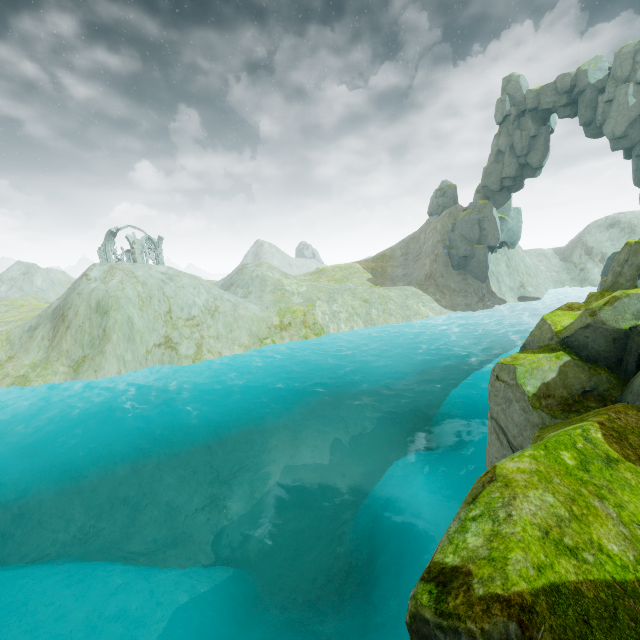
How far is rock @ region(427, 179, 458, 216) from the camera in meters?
51.5 m

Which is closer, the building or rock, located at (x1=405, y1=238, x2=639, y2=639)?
rock, located at (x1=405, y1=238, x2=639, y2=639)

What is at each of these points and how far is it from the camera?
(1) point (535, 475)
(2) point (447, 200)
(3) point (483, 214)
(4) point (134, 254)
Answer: (1) rock, 4.5m
(2) rock, 51.7m
(3) rock, 45.2m
(4) building, 51.0m

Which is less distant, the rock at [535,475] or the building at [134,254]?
the rock at [535,475]

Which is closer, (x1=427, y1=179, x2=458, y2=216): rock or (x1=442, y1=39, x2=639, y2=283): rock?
(x1=442, y1=39, x2=639, y2=283): rock

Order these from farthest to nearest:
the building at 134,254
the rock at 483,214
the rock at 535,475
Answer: the building at 134,254 → the rock at 483,214 → the rock at 535,475

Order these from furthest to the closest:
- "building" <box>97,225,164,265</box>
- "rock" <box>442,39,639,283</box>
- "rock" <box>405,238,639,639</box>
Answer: "building" <box>97,225,164,265</box> → "rock" <box>442,39,639,283</box> → "rock" <box>405,238,639,639</box>
